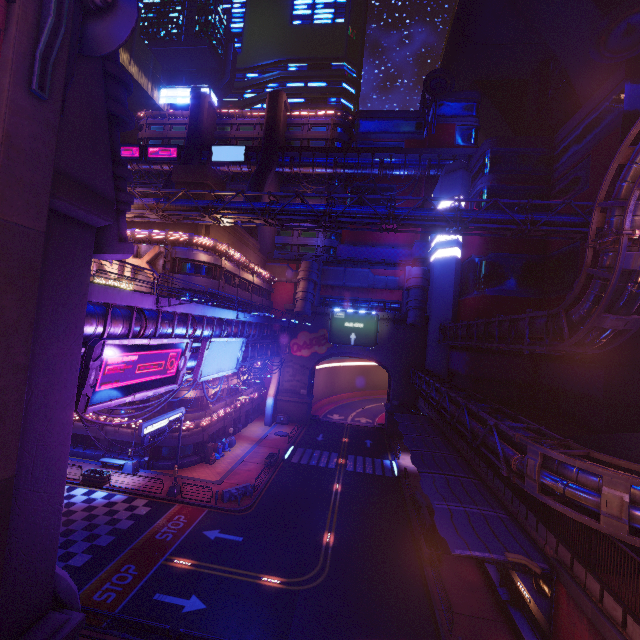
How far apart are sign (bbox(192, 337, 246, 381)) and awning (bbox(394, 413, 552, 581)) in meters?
15.9 m

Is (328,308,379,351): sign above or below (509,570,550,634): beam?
above

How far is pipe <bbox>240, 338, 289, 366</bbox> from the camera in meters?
33.5

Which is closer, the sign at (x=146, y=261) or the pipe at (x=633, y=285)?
the pipe at (x=633, y=285)

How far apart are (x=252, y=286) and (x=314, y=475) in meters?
26.5 m

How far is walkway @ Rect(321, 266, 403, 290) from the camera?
51.6m

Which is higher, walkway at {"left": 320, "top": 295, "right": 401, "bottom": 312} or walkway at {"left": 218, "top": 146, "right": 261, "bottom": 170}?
walkway at {"left": 218, "top": 146, "right": 261, "bottom": 170}

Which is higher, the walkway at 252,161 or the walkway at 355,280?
the walkway at 252,161
